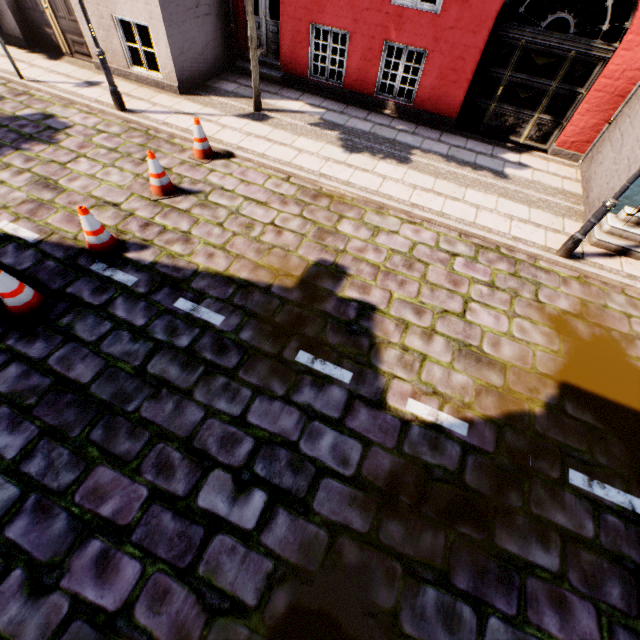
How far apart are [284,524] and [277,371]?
1.7 meters

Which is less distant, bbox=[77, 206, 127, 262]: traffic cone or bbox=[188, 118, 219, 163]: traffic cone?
bbox=[77, 206, 127, 262]: traffic cone

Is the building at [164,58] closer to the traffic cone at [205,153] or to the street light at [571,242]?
the street light at [571,242]

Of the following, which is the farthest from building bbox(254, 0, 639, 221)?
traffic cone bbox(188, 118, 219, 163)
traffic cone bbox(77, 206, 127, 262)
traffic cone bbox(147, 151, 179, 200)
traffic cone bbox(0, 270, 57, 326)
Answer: traffic cone bbox(0, 270, 57, 326)

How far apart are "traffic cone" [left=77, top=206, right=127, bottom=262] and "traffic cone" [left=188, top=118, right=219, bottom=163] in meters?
2.6 m

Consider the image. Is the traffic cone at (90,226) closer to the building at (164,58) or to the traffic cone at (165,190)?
the traffic cone at (165,190)

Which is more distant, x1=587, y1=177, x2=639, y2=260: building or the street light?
x1=587, y1=177, x2=639, y2=260: building

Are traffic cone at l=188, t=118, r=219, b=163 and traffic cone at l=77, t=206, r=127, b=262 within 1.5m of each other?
no
